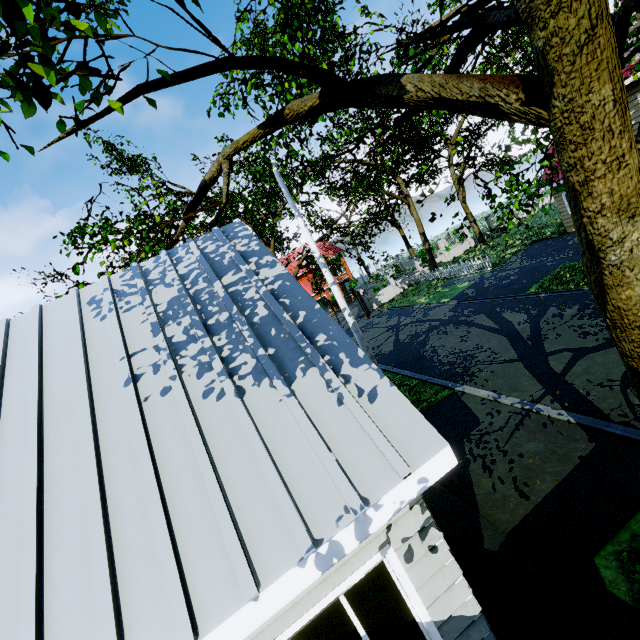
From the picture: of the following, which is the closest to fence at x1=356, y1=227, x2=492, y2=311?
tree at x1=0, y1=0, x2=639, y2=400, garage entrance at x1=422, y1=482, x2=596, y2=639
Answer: tree at x1=0, y1=0, x2=639, y2=400

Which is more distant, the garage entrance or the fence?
the fence

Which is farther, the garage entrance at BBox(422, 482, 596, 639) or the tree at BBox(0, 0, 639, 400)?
the garage entrance at BBox(422, 482, 596, 639)

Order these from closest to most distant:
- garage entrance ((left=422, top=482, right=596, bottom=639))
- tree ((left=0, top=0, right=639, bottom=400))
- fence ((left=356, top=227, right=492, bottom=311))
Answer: tree ((left=0, top=0, right=639, bottom=400)), garage entrance ((left=422, top=482, right=596, bottom=639)), fence ((left=356, top=227, right=492, bottom=311))

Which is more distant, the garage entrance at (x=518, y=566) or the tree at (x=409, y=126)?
the garage entrance at (x=518, y=566)

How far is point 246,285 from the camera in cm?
449

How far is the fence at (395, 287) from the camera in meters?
23.6
